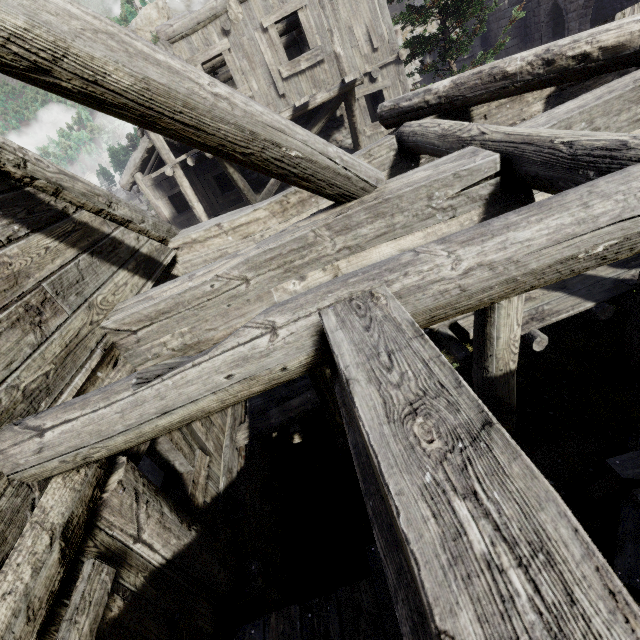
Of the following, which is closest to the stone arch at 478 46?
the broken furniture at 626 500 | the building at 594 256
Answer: the building at 594 256

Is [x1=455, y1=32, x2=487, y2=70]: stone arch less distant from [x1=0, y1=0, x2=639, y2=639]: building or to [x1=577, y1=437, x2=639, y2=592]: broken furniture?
[x1=0, y1=0, x2=639, y2=639]: building

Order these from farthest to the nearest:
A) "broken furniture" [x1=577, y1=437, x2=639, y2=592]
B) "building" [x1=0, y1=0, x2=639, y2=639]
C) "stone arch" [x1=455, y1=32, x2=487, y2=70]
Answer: "stone arch" [x1=455, y1=32, x2=487, y2=70]
"broken furniture" [x1=577, y1=437, x2=639, y2=592]
"building" [x1=0, y1=0, x2=639, y2=639]

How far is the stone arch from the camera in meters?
23.2

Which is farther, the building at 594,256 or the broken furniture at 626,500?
the broken furniture at 626,500

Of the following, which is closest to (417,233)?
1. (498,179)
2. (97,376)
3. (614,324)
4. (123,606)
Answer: (498,179)
